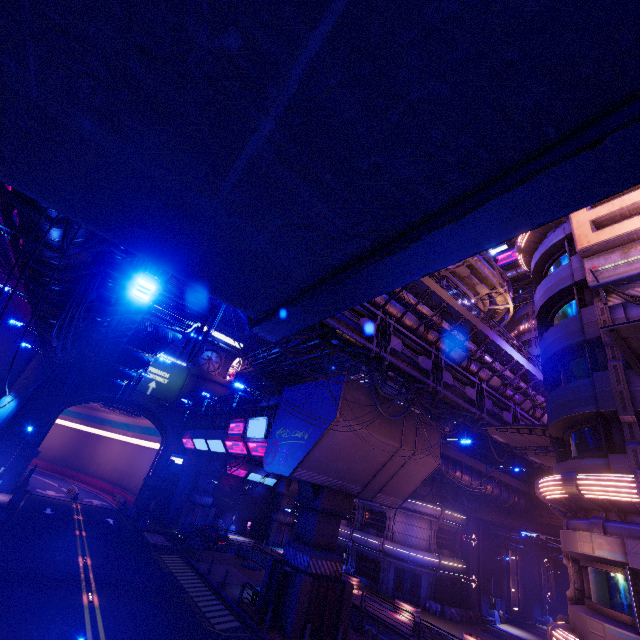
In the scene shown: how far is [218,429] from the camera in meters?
34.8 m

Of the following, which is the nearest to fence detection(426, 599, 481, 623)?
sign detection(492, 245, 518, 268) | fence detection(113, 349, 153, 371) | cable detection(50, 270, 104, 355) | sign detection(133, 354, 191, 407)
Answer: fence detection(113, 349, 153, 371)

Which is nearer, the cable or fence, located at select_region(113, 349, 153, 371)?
the cable

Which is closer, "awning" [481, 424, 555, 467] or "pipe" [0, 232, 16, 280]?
"awning" [481, 424, 555, 467]

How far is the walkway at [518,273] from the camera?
49.0 meters

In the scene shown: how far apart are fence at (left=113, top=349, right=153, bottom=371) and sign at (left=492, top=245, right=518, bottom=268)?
49.8 meters

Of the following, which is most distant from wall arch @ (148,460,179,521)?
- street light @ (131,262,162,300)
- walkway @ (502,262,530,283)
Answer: street light @ (131,262,162,300)

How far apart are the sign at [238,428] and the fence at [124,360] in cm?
890
